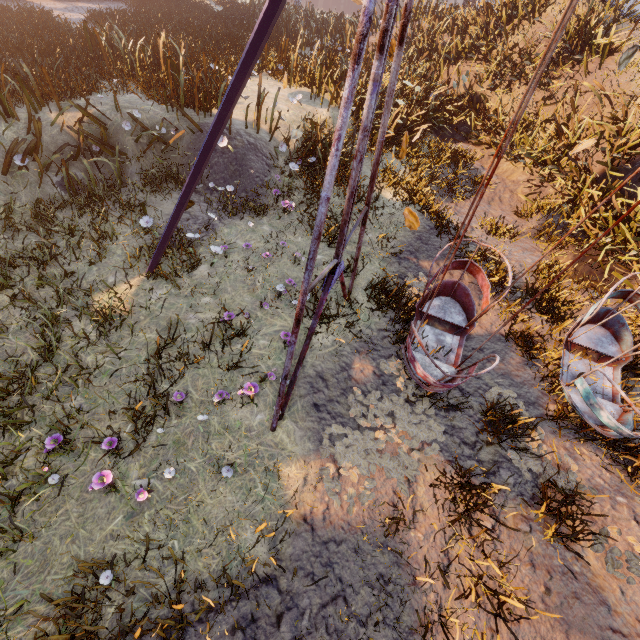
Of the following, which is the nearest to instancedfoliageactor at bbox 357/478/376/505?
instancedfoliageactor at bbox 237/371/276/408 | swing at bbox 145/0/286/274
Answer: swing at bbox 145/0/286/274

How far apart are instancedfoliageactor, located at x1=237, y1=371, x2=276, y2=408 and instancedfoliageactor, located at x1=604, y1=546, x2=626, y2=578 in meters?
4.8 m

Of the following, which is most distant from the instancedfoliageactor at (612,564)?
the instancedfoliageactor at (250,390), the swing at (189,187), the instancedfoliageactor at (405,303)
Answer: the instancedfoliageactor at (250,390)

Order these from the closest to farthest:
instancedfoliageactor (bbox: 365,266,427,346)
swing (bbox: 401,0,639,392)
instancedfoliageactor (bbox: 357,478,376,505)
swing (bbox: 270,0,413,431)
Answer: swing (bbox: 270,0,413,431), swing (bbox: 401,0,639,392), instancedfoliageactor (bbox: 357,478,376,505), instancedfoliageactor (bbox: 365,266,427,346)

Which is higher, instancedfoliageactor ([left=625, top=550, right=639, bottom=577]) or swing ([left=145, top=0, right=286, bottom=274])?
A: swing ([left=145, top=0, right=286, bottom=274])

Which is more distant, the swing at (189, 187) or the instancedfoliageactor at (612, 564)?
the instancedfoliageactor at (612, 564)

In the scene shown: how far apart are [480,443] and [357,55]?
5.0 meters
